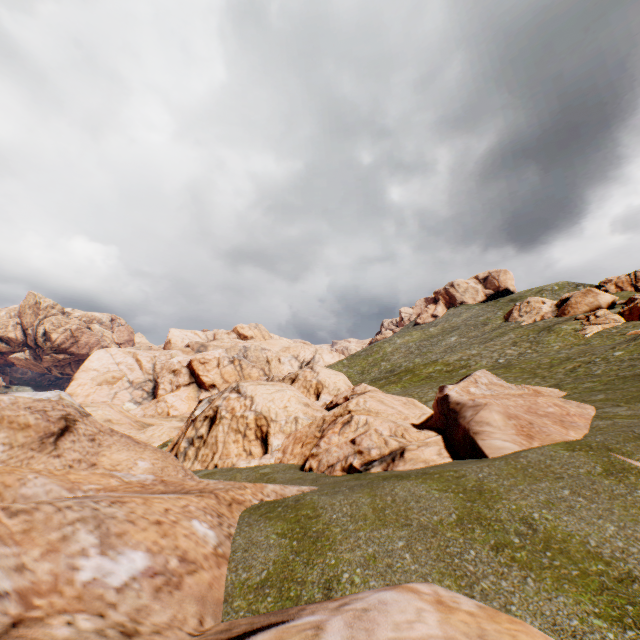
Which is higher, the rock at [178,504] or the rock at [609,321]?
the rock at [609,321]

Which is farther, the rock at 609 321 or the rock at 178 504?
the rock at 609 321

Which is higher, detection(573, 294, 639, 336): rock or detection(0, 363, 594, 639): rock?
detection(573, 294, 639, 336): rock

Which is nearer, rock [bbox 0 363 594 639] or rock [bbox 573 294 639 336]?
rock [bbox 0 363 594 639]

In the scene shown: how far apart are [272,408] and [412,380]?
32.61m
